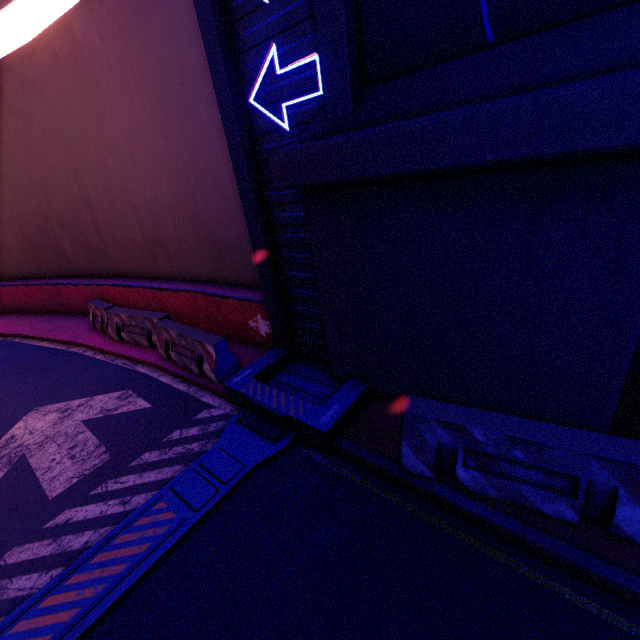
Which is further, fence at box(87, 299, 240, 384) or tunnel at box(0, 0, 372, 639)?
fence at box(87, 299, 240, 384)

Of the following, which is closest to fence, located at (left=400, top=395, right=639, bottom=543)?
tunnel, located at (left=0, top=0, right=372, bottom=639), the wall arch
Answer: the wall arch

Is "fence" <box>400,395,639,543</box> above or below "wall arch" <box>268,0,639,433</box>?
below

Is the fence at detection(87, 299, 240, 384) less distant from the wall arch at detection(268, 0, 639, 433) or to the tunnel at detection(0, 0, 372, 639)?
the tunnel at detection(0, 0, 372, 639)

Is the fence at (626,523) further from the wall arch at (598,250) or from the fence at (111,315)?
the fence at (111,315)

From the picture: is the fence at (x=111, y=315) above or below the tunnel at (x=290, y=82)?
below

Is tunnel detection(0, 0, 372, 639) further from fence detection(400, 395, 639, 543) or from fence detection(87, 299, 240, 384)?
fence detection(400, 395, 639, 543)

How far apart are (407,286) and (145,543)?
4.60m
